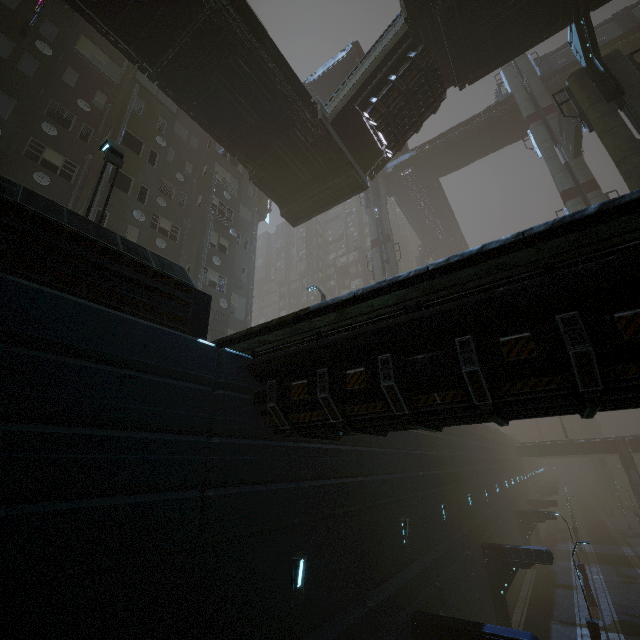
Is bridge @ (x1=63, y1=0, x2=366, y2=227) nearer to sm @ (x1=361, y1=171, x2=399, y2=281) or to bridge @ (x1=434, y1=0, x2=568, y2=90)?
bridge @ (x1=434, y1=0, x2=568, y2=90)

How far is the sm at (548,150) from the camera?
23.72m

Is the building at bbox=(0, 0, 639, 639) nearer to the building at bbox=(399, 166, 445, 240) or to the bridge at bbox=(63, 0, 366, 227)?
the bridge at bbox=(63, 0, 366, 227)

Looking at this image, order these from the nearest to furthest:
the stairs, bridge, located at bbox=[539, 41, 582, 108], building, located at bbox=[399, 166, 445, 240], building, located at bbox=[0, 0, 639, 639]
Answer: building, located at bbox=[0, 0, 639, 639], the stairs, bridge, located at bbox=[539, 41, 582, 108], building, located at bbox=[399, 166, 445, 240]

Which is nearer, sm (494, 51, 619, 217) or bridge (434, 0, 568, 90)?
bridge (434, 0, 568, 90)

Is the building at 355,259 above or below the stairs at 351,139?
above

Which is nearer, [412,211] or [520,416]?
[520,416]

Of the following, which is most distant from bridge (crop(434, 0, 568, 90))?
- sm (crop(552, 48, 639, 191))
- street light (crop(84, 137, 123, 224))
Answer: street light (crop(84, 137, 123, 224))
